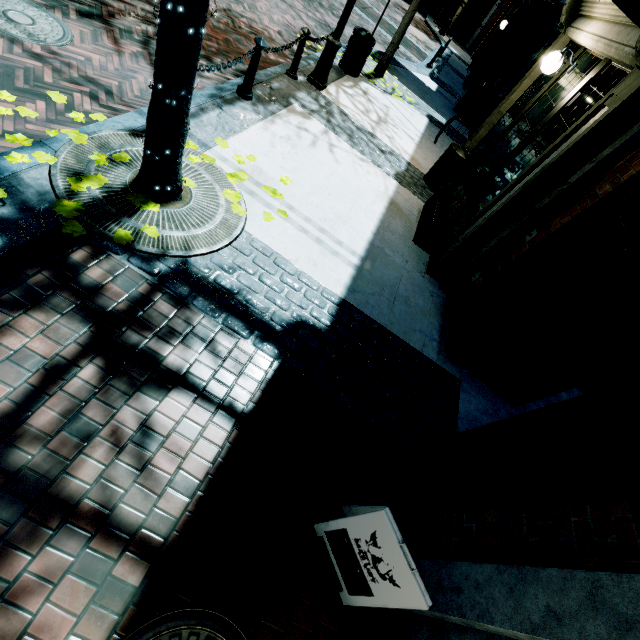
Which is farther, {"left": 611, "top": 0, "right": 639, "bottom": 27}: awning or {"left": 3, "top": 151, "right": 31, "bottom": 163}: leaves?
{"left": 3, "top": 151, "right": 31, "bottom": 163}: leaves

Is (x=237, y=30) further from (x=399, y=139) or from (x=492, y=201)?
(x=492, y=201)

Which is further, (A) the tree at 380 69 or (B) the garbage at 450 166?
(A) the tree at 380 69

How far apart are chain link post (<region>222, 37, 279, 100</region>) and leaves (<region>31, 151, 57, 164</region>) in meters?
3.1

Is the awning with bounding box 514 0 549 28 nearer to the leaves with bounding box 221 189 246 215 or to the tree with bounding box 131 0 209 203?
the tree with bounding box 131 0 209 203

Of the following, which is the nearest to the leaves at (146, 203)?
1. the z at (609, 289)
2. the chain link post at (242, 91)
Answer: the chain link post at (242, 91)

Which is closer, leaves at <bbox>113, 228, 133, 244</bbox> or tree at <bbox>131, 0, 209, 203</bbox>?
tree at <bbox>131, 0, 209, 203</bbox>

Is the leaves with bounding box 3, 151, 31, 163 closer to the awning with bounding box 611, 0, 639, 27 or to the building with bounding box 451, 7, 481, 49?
the awning with bounding box 611, 0, 639, 27
